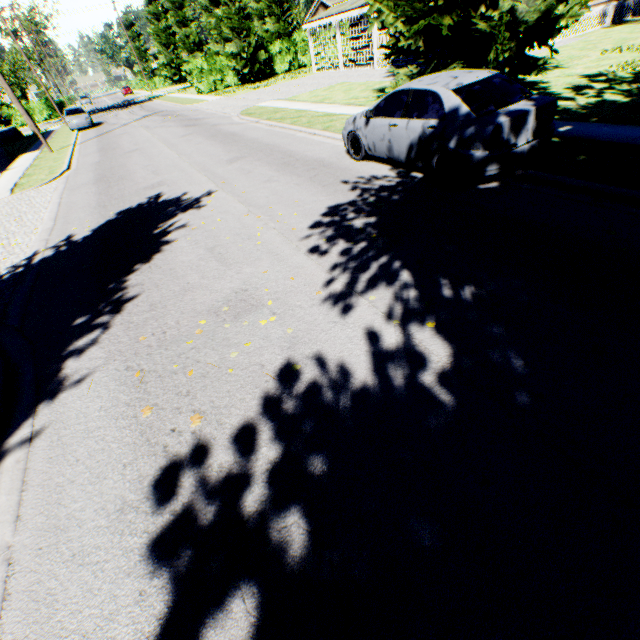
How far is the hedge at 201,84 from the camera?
32.59m

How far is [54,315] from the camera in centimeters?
523cm

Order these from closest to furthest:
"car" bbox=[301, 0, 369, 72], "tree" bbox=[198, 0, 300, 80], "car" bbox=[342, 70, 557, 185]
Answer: "car" bbox=[342, 70, 557, 185] → "car" bbox=[301, 0, 369, 72] → "tree" bbox=[198, 0, 300, 80]

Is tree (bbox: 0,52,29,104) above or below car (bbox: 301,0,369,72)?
above

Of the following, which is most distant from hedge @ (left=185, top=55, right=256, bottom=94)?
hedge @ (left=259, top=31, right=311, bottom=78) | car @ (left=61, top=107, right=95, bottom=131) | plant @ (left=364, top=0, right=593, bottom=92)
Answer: plant @ (left=364, top=0, right=593, bottom=92)

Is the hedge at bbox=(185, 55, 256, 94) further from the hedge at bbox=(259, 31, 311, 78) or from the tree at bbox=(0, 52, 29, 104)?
the tree at bbox=(0, 52, 29, 104)

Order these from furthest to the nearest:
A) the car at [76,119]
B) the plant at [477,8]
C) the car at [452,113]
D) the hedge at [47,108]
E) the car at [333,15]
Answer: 1. the hedge at [47,108]
2. the car at [76,119]
3. the car at [333,15]
4. the plant at [477,8]
5. the car at [452,113]

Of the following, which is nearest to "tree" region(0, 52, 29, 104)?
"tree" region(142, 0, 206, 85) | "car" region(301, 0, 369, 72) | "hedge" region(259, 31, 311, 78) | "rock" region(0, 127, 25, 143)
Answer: "tree" region(142, 0, 206, 85)
